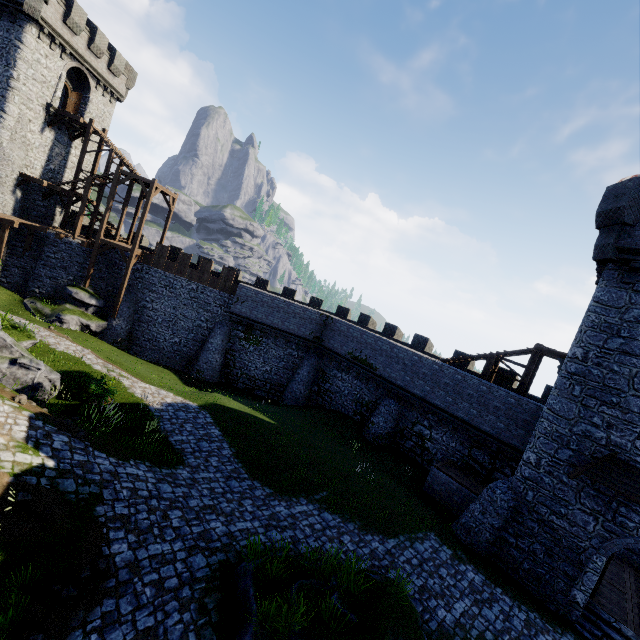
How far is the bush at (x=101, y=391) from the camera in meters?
14.3

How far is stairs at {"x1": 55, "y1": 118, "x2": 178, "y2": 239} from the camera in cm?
2595

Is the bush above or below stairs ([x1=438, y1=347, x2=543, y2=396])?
below

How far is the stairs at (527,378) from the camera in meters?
18.1 m

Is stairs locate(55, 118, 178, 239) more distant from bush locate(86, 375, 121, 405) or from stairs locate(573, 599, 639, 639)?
stairs locate(573, 599, 639, 639)

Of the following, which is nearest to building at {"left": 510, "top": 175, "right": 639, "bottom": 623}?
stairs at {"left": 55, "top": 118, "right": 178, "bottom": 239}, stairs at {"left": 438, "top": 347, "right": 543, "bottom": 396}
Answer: stairs at {"left": 438, "top": 347, "right": 543, "bottom": 396}

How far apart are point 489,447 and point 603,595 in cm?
682

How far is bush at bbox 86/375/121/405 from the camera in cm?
1427
